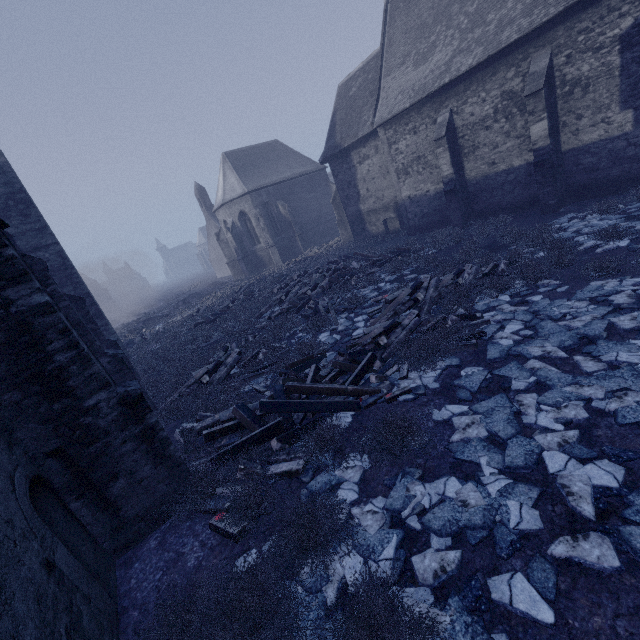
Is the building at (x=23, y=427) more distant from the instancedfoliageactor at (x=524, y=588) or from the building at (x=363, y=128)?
the building at (x=363, y=128)

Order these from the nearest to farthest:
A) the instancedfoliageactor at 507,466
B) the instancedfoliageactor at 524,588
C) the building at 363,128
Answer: the instancedfoliageactor at 524,588 < the instancedfoliageactor at 507,466 < the building at 363,128

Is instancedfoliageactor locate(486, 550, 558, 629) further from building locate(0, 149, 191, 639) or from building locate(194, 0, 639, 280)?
building locate(0, 149, 191, 639)

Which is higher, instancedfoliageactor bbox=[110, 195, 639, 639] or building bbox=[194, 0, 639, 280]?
building bbox=[194, 0, 639, 280]

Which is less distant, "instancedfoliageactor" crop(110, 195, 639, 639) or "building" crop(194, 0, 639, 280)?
"instancedfoliageactor" crop(110, 195, 639, 639)

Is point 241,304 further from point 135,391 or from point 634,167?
point 634,167

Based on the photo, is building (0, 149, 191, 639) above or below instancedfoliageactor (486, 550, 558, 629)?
above

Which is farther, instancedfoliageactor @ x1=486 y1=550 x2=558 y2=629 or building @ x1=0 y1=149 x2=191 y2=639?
building @ x1=0 y1=149 x2=191 y2=639
